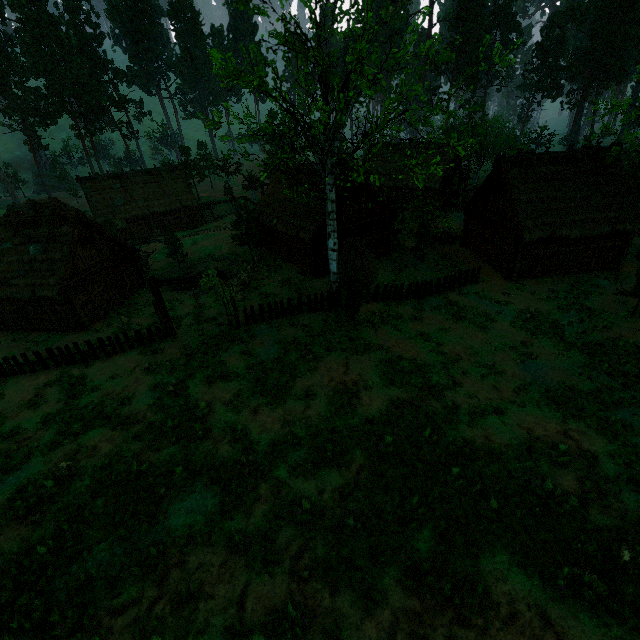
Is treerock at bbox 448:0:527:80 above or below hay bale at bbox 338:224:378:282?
above

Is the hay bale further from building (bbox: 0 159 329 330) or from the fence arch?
the fence arch

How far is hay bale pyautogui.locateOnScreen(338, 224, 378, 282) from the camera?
23.2m

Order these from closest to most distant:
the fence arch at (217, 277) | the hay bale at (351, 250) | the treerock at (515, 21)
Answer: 1. the treerock at (515, 21)
2. the fence arch at (217, 277)
3. the hay bale at (351, 250)

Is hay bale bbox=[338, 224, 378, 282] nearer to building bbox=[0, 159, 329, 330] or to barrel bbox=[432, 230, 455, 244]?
building bbox=[0, 159, 329, 330]

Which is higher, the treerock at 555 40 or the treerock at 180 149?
the treerock at 555 40

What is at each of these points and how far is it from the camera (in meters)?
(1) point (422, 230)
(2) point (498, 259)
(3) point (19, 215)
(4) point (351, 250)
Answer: A:
(1) treerock, 26.42
(2) building, 24.84
(3) building, 24.67
(4) hay bale, 23.17

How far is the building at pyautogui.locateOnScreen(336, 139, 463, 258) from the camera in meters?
25.9 m
